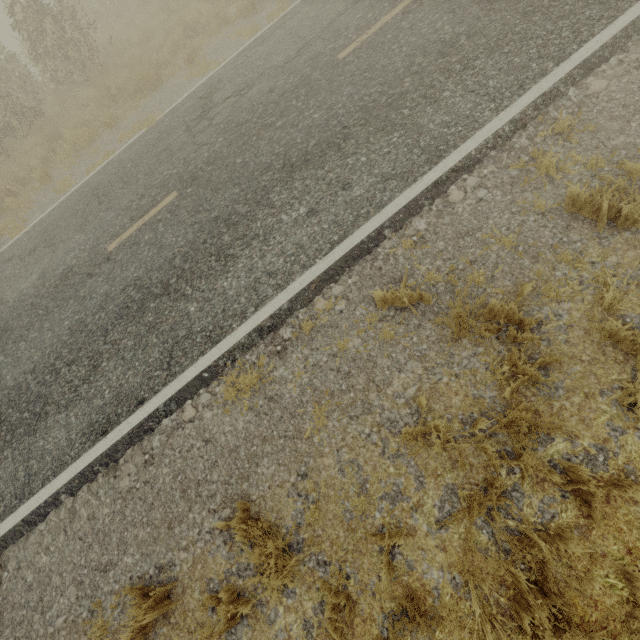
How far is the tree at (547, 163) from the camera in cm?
385

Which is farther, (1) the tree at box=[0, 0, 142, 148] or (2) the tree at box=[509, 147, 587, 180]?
(1) the tree at box=[0, 0, 142, 148]

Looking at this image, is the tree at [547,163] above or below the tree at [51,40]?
below

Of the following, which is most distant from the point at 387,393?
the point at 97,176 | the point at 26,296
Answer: the point at 97,176

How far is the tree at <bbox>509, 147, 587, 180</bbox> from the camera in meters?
3.8 m

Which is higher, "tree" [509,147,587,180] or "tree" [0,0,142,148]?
"tree" [0,0,142,148]
